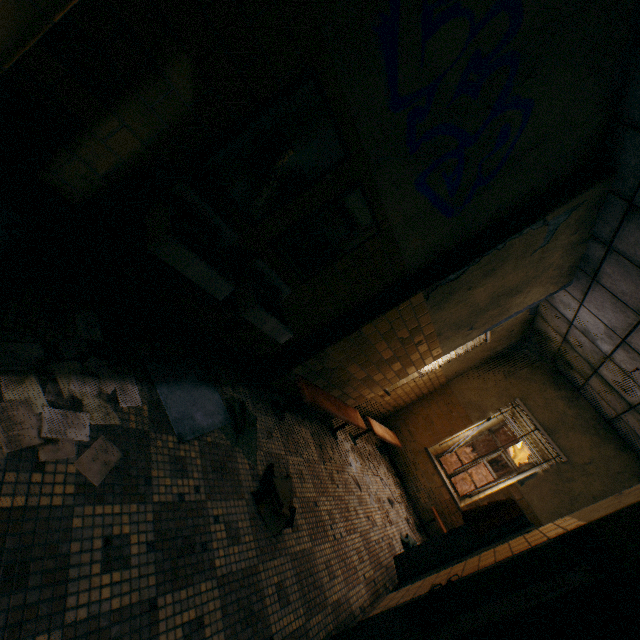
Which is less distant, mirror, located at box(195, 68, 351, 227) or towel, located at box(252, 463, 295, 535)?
mirror, located at box(195, 68, 351, 227)

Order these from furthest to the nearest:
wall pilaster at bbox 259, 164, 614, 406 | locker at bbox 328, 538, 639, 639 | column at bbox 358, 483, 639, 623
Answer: wall pilaster at bbox 259, 164, 614, 406, column at bbox 358, 483, 639, 623, locker at bbox 328, 538, 639, 639

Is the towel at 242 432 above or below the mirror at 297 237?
below

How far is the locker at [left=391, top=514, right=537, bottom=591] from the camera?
3.35m

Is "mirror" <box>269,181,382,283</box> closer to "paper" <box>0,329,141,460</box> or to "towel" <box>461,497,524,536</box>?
"paper" <box>0,329,141,460</box>

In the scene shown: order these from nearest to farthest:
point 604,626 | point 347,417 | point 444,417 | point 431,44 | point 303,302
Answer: point 604,626 → point 431,44 → point 303,302 → point 347,417 → point 444,417

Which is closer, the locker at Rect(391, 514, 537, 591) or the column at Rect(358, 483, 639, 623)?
the column at Rect(358, 483, 639, 623)

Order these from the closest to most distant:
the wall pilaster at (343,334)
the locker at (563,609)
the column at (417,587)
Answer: the locker at (563,609)
the column at (417,587)
the wall pilaster at (343,334)
